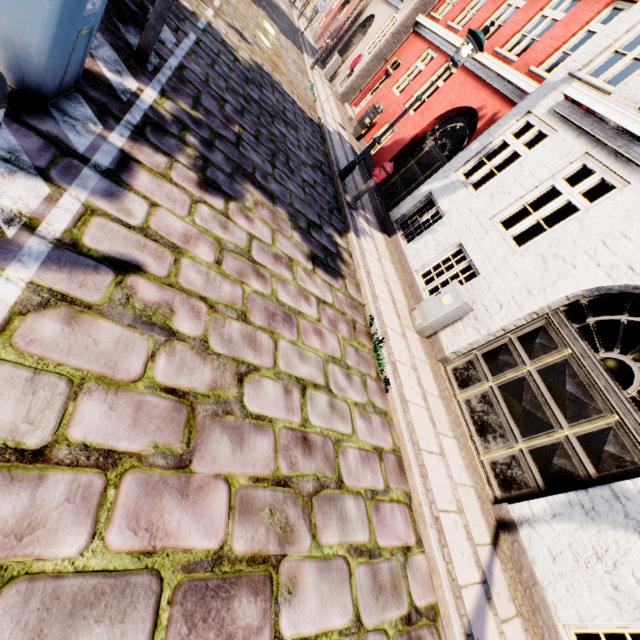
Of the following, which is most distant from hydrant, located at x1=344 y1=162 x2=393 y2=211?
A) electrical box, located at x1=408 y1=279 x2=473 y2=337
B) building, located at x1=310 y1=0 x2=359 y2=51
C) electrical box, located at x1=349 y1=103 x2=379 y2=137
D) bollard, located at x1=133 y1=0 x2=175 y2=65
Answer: electrical box, located at x1=349 y1=103 x2=379 y2=137

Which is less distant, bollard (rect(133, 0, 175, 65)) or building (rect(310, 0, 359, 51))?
bollard (rect(133, 0, 175, 65))

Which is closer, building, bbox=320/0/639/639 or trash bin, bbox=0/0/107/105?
trash bin, bbox=0/0/107/105

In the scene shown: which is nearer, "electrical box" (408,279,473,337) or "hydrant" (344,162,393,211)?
"electrical box" (408,279,473,337)

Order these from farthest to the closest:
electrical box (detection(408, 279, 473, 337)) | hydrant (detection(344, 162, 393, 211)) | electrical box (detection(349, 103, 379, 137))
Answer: electrical box (detection(349, 103, 379, 137)) → hydrant (detection(344, 162, 393, 211)) → electrical box (detection(408, 279, 473, 337))

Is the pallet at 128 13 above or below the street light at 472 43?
below

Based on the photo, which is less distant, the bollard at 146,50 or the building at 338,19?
the bollard at 146,50

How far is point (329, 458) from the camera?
2.98m
